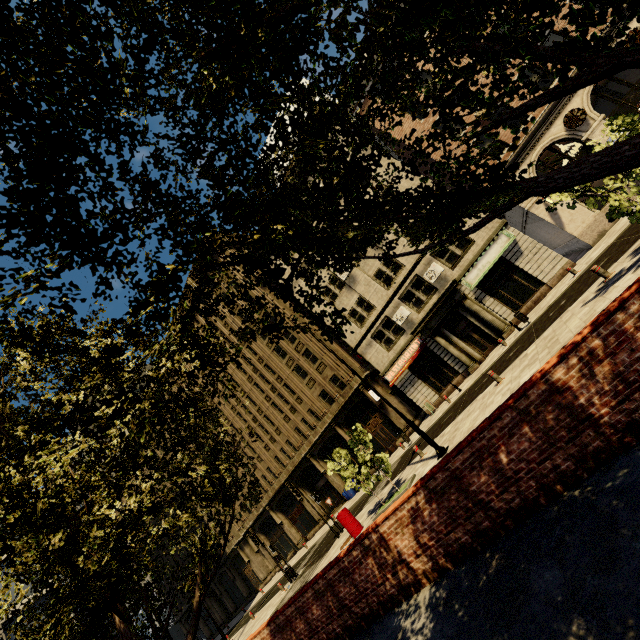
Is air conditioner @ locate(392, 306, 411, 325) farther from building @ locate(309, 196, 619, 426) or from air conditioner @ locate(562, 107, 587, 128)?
air conditioner @ locate(562, 107, 587, 128)

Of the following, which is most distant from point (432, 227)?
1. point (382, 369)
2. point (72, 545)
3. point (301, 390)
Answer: point (301, 390)

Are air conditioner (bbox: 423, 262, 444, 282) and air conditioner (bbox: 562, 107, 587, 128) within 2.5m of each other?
no

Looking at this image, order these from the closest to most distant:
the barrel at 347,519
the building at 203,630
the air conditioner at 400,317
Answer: the barrel at 347,519
the air conditioner at 400,317
the building at 203,630

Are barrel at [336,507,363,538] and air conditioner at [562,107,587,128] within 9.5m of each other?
no

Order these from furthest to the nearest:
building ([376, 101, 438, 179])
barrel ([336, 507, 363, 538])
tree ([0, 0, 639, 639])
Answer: building ([376, 101, 438, 179]) → barrel ([336, 507, 363, 538]) → tree ([0, 0, 639, 639])

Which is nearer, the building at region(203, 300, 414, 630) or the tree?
the tree

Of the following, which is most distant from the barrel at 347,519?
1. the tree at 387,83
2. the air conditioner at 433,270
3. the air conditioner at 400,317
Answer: the air conditioner at 433,270
